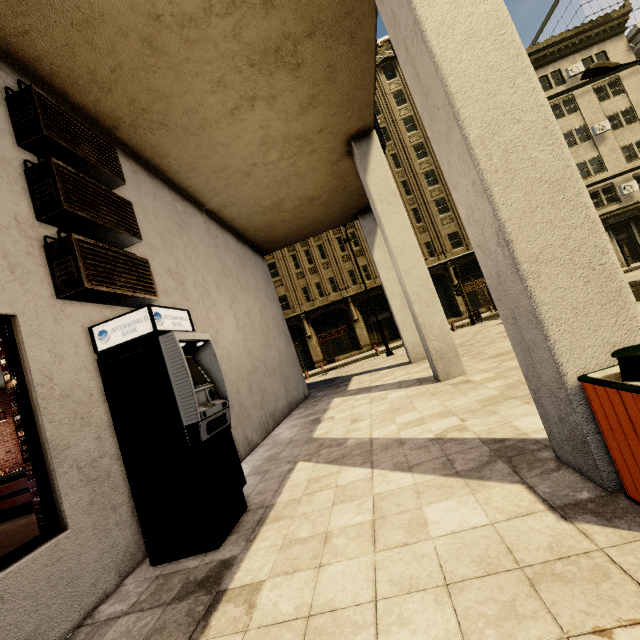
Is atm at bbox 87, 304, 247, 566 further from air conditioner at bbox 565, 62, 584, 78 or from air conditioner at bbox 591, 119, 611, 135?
air conditioner at bbox 565, 62, 584, 78

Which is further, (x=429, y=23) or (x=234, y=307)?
(x=234, y=307)

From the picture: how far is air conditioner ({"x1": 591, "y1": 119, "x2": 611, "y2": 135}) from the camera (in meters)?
28.67

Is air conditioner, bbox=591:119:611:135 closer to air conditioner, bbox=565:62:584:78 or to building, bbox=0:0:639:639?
building, bbox=0:0:639:639

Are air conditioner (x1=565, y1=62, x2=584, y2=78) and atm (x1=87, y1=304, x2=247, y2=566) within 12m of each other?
no

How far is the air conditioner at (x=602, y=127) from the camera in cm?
2867

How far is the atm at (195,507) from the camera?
3.1 meters

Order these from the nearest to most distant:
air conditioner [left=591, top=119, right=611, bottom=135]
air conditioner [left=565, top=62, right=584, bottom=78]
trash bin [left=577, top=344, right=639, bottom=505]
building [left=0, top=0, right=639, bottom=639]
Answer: trash bin [left=577, top=344, right=639, bottom=505] < building [left=0, top=0, right=639, bottom=639] < air conditioner [left=591, top=119, right=611, bottom=135] < air conditioner [left=565, top=62, right=584, bottom=78]
